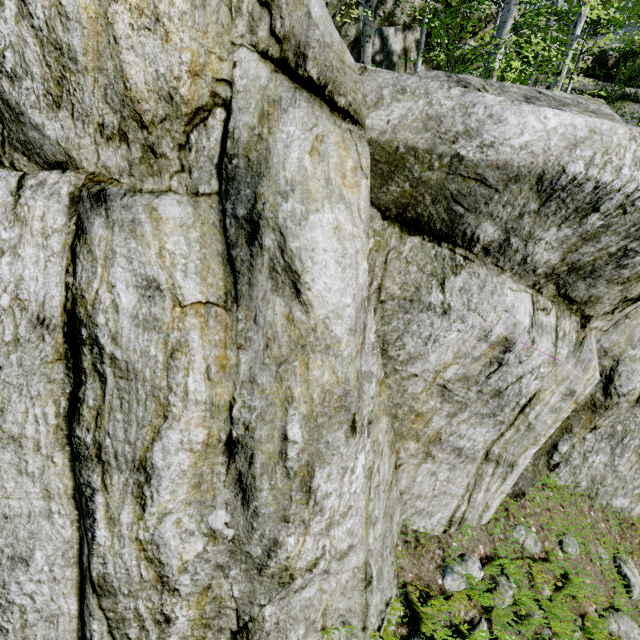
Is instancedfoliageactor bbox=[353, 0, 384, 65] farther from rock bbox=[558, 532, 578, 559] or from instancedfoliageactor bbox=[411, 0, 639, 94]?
instancedfoliageactor bbox=[411, 0, 639, 94]

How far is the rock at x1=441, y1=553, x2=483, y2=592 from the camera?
3.52m

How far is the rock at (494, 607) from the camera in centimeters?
349cm

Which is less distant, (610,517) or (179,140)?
(179,140)

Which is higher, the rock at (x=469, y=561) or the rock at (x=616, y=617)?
the rock at (x=469, y=561)

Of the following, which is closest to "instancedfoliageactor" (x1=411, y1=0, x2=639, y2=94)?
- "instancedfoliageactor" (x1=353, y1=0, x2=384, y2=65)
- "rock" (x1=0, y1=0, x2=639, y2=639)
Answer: "rock" (x1=0, y1=0, x2=639, y2=639)

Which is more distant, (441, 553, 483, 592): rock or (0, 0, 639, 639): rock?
(441, 553, 483, 592): rock
